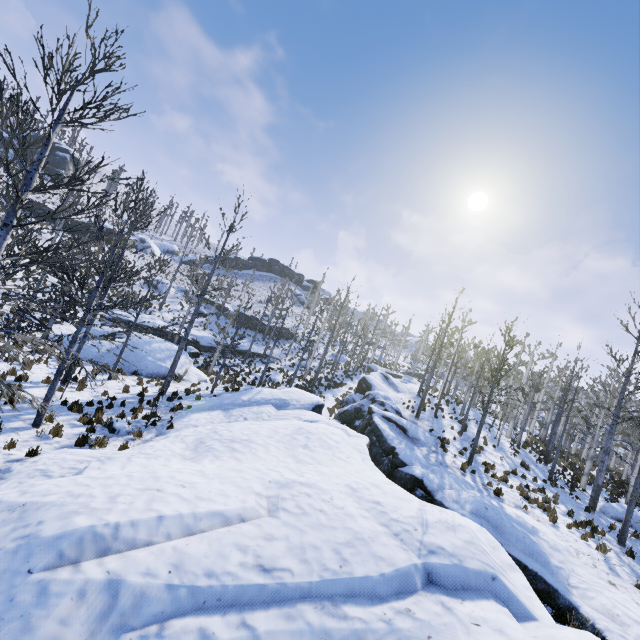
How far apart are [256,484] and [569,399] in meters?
25.1 m

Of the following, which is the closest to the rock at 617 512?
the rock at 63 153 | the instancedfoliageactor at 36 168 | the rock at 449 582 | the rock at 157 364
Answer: the rock at 449 582

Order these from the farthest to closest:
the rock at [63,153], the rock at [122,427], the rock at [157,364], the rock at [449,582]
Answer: the rock at [63,153] < the rock at [157,364] < the rock at [122,427] < the rock at [449,582]

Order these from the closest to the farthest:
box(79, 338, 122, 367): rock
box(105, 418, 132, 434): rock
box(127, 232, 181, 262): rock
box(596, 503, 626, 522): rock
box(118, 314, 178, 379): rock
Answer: box(105, 418, 132, 434): rock < box(596, 503, 626, 522): rock < box(79, 338, 122, 367): rock < box(118, 314, 178, 379): rock < box(127, 232, 181, 262): rock

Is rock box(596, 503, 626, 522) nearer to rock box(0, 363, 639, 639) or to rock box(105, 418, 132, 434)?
rock box(0, 363, 639, 639)

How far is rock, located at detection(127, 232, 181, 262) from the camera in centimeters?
5053cm

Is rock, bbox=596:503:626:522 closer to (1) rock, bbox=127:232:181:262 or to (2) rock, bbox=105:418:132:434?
(2) rock, bbox=105:418:132:434

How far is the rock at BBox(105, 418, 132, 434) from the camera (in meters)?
11.05
